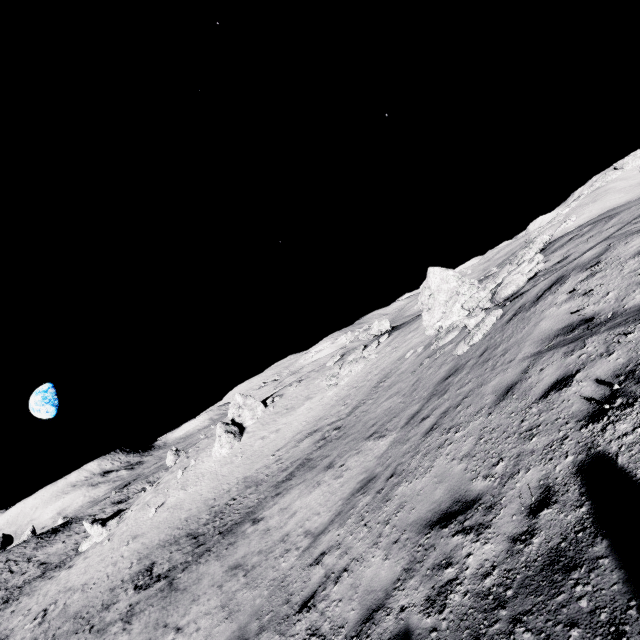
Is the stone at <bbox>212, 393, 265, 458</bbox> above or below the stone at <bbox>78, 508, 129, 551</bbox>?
above

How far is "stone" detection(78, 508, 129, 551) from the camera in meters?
31.9

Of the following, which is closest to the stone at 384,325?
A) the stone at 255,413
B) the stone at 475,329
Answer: the stone at 255,413

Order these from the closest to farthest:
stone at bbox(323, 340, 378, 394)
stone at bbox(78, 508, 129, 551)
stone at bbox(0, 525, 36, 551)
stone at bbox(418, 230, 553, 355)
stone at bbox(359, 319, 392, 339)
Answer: stone at bbox(418, 230, 553, 355), stone at bbox(323, 340, 378, 394), stone at bbox(78, 508, 129, 551), stone at bbox(359, 319, 392, 339), stone at bbox(0, 525, 36, 551)

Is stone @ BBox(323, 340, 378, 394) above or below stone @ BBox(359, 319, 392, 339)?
below

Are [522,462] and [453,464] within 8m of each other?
yes

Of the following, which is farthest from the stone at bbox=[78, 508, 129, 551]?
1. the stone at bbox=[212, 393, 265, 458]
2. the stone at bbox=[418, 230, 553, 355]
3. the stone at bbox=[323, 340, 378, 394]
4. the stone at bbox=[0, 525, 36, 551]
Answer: the stone at bbox=[418, 230, 553, 355]

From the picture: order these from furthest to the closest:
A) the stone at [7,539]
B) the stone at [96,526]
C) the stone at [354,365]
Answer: the stone at [7,539], the stone at [96,526], the stone at [354,365]
